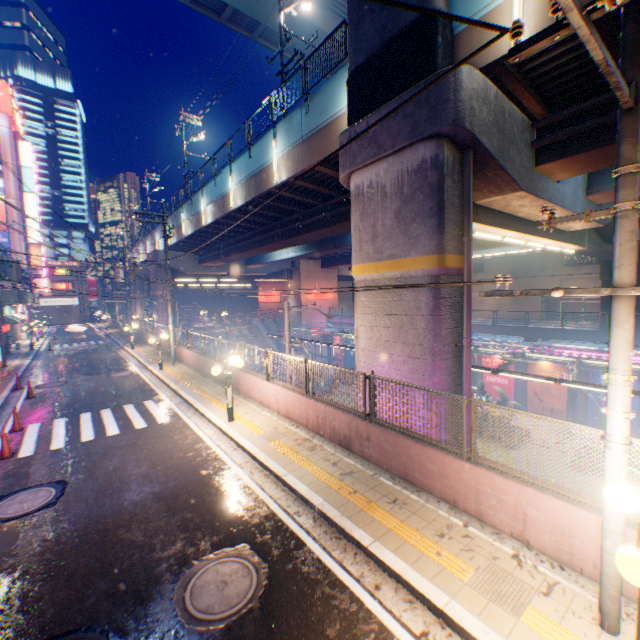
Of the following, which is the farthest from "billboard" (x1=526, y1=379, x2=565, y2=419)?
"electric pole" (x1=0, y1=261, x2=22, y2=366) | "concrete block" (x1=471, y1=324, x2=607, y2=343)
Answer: "electric pole" (x1=0, y1=261, x2=22, y2=366)

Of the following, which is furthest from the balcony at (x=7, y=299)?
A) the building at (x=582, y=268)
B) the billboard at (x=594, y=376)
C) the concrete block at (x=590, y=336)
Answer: the building at (x=582, y=268)

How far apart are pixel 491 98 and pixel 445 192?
2.64m

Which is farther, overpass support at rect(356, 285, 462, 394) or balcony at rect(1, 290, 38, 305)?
balcony at rect(1, 290, 38, 305)

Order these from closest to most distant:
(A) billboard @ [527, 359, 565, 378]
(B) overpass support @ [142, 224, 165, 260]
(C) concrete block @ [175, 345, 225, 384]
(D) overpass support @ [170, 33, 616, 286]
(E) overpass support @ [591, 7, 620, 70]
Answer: (E) overpass support @ [591, 7, 620, 70], (D) overpass support @ [170, 33, 616, 286], (C) concrete block @ [175, 345, 225, 384], (A) billboard @ [527, 359, 565, 378], (B) overpass support @ [142, 224, 165, 260]

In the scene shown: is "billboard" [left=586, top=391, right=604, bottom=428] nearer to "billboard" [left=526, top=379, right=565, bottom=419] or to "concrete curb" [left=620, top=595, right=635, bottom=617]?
"billboard" [left=526, top=379, right=565, bottom=419]

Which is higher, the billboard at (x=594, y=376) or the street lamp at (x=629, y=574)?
the street lamp at (x=629, y=574)

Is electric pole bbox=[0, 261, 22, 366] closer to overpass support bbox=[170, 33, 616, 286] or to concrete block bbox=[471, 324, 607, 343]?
overpass support bbox=[170, 33, 616, 286]
